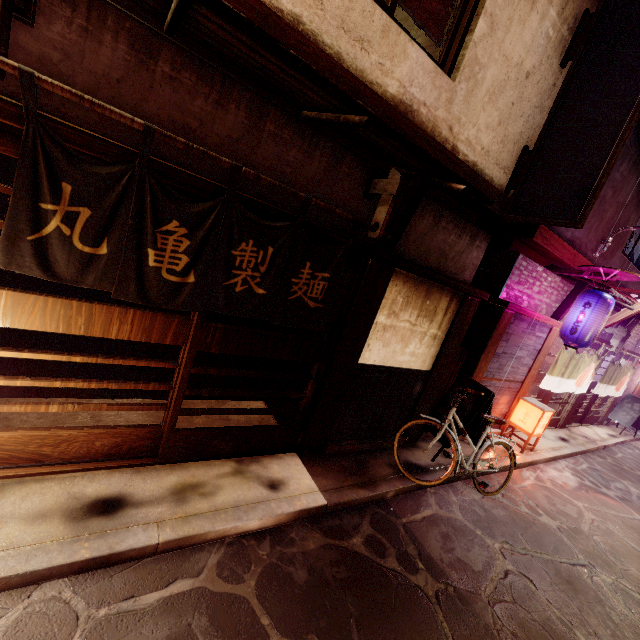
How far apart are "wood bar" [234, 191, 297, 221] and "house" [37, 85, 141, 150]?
0.2m

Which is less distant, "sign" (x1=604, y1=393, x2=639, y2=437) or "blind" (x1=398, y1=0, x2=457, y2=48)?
"blind" (x1=398, y1=0, x2=457, y2=48)

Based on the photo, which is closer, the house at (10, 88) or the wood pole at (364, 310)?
the house at (10, 88)

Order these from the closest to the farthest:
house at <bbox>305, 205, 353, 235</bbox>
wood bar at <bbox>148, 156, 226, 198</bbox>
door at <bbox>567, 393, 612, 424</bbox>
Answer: wood bar at <bbox>148, 156, 226, 198</bbox> < house at <bbox>305, 205, 353, 235</bbox> < door at <bbox>567, 393, 612, 424</bbox>

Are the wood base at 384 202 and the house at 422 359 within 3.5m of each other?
yes

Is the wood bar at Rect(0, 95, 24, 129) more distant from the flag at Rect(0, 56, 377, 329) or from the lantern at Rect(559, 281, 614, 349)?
the lantern at Rect(559, 281, 614, 349)

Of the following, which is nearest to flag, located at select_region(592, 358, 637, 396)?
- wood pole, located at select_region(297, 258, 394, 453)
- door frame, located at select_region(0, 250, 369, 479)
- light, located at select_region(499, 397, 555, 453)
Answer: light, located at select_region(499, 397, 555, 453)

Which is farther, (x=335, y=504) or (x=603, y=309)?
(x=603, y=309)
